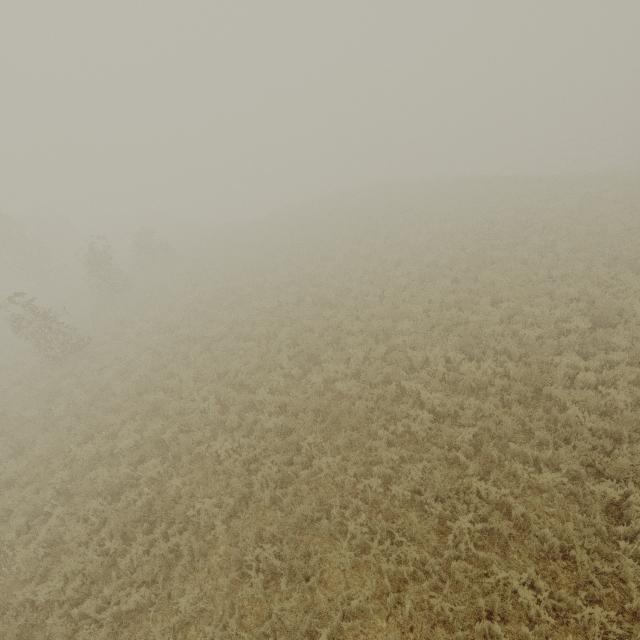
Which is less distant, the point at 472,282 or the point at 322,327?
the point at 322,327
